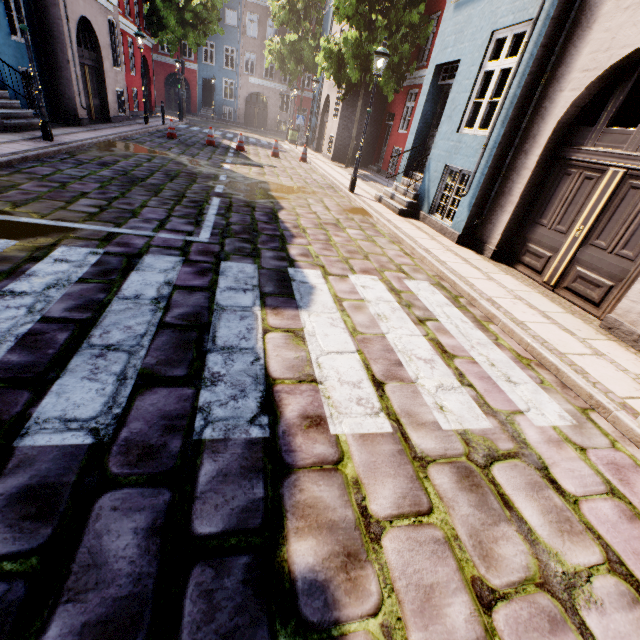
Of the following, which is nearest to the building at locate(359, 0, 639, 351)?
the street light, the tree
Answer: the street light

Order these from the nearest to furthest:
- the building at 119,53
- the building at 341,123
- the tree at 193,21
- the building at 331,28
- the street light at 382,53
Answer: the street light at 382,53 → the building at 119,53 → the building at 341,123 → the building at 331,28 → the tree at 193,21

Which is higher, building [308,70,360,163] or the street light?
the street light

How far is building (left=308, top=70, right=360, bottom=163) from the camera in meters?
17.4

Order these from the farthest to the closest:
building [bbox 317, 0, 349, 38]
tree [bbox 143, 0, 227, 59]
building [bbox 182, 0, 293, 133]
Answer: building [bbox 182, 0, 293, 133], tree [bbox 143, 0, 227, 59], building [bbox 317, 0, 349, 38]

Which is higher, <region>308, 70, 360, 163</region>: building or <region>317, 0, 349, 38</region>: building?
<region>317, 0, 349, 38</region>: building

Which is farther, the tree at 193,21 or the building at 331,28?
the tree at 193,21

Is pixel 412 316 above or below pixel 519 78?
below
